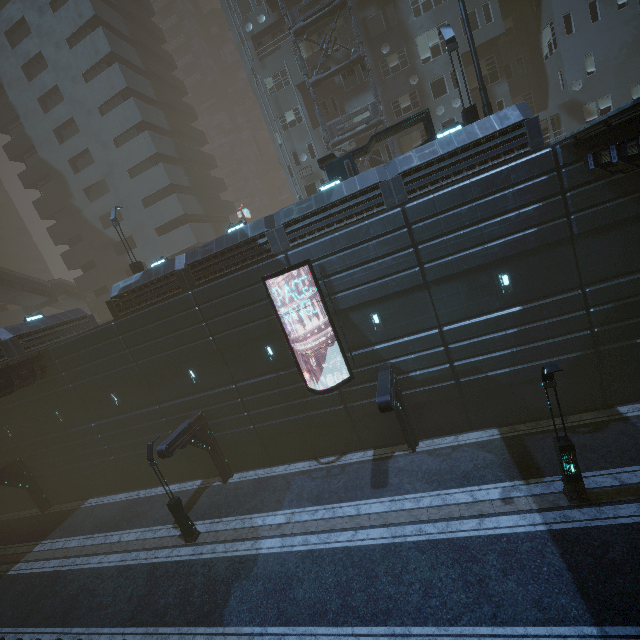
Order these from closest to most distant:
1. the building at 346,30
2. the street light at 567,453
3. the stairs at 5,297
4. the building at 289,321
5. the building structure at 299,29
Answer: the street light at 567,453 < the building at 289,321 < the building structure at 299,29 < the building at 346,30 < the stairs at 5,297

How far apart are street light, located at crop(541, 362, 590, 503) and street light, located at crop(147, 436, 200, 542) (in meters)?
16.77

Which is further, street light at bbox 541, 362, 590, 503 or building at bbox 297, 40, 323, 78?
building at bbox 297, 40, 323, 78

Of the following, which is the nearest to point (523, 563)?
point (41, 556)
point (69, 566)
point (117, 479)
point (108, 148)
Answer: point (69, 566)

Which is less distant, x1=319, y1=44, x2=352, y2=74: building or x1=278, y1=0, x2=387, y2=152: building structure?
x1=278, y1=0, x2=387, y2=152: building structure

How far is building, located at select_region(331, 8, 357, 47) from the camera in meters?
23.3 m

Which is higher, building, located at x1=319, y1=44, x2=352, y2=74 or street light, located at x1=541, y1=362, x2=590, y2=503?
building, located at x1=319, y1=44, x2=352, y2=74

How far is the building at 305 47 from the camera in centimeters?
2425cm
